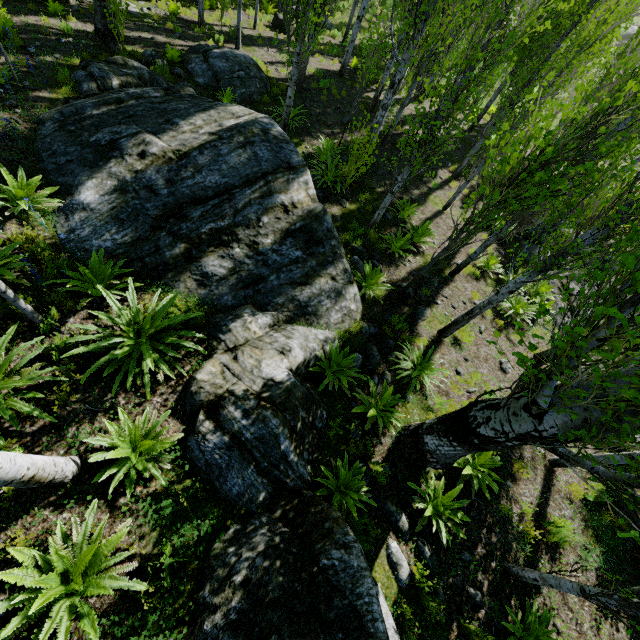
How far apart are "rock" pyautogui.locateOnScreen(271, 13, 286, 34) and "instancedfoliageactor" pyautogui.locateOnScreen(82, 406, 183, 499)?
23.3 meters

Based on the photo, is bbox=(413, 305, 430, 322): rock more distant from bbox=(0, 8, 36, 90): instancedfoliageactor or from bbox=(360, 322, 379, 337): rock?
bbox=(360, 322, 379, 337): rock

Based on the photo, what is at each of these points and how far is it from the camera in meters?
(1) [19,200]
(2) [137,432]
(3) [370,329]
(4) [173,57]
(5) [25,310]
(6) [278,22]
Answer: (1) instancedfoliageactor, 5.8 m
(2) instancedfoliageactor, 4.0 m
(3) rock, 7.1 m
(4) instancedfoliageactor, 11.6 m
(5) instancedfoliageactor, 4.2 m
(6) rock, 18.7 m

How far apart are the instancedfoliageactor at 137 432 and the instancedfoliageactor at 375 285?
5.1 meters

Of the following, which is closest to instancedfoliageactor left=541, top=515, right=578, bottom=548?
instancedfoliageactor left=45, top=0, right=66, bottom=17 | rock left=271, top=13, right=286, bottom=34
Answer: instancedfoliageactor left=45, top=0, right=66, bottom=17

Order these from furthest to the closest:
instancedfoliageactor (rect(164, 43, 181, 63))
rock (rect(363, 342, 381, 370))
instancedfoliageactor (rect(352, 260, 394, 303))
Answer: instancedfoliageactor (rect(164, 43, 181, 63))
instancedfoliageactor (rect(352, 260, 394, 303))
rock (rect(363, 342, 381, 370))

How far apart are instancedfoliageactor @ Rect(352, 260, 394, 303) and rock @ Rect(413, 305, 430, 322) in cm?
110

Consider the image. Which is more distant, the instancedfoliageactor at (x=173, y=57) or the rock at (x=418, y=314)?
the instancedfoliageactor at (x=173, y=57)
